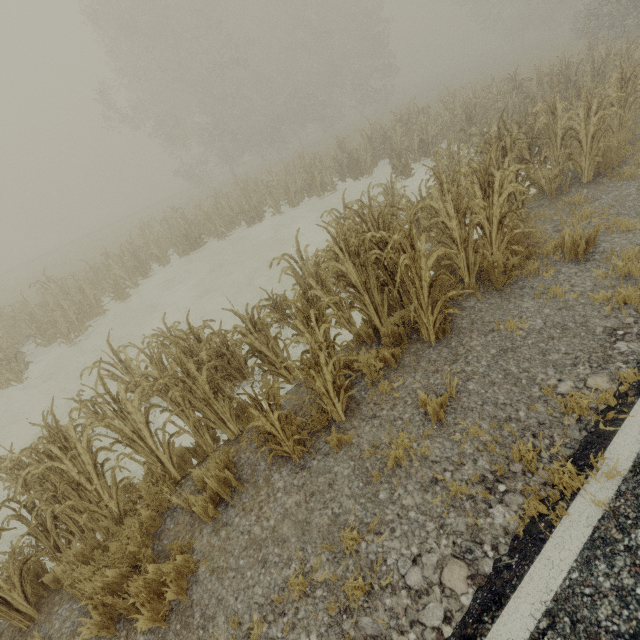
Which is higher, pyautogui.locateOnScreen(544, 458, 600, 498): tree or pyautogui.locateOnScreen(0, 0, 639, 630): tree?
pyautogui.locateOnScreen(544, 458, 600, 498): tree

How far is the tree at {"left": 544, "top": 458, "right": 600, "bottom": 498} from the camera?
2.4 meters

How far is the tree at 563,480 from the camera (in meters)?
2.44

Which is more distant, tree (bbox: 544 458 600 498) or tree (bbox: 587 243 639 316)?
tree (bbox: 587 243 639 316)

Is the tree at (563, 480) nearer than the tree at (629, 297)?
Yes

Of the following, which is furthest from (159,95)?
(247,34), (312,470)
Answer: (312,470)
